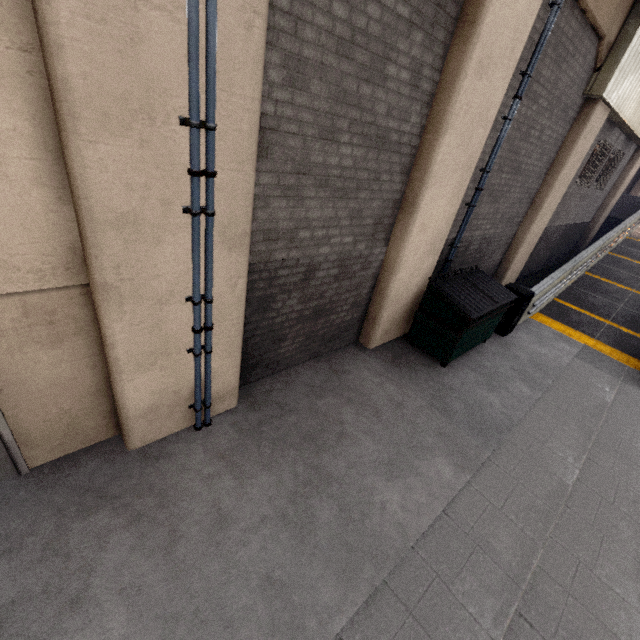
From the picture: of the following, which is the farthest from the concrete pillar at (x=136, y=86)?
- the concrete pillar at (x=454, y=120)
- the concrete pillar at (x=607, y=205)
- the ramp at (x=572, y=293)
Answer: the concrete pillar at (x=607, y=205)

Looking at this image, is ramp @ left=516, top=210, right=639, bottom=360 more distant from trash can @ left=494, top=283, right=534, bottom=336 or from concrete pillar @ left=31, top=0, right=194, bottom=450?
concrete pillar @ left=31, top=0, right=194, bottom=450

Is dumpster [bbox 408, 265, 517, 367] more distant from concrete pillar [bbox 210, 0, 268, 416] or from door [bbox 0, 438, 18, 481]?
door [bbox 0, 438, 18, 481]

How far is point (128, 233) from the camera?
2.5 meters

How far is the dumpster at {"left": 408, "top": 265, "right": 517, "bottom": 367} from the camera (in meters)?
5.69

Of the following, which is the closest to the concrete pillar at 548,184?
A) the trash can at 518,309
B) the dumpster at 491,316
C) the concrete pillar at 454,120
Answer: the concrete pillar at 454,120

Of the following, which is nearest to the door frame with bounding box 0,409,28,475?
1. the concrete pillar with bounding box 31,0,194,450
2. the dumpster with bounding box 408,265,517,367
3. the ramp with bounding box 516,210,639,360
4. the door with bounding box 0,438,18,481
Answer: the door with bounding box 0,438,18,481

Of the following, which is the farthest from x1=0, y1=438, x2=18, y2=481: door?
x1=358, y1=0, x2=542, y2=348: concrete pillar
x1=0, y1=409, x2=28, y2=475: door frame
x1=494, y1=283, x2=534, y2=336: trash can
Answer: x1=494, y1=283, x2=534, y2=336: trash can
